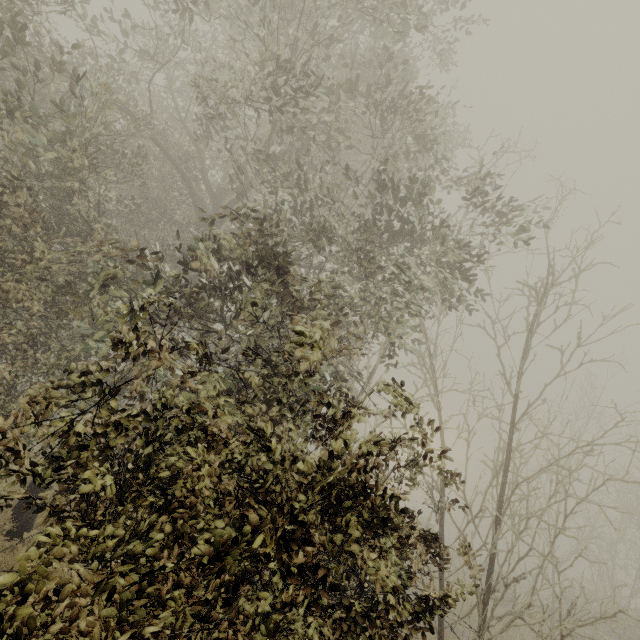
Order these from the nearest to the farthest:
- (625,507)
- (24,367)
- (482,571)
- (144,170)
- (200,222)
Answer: (482,571)
(24,367)
(200,222)
(144,170)
(625,507)
